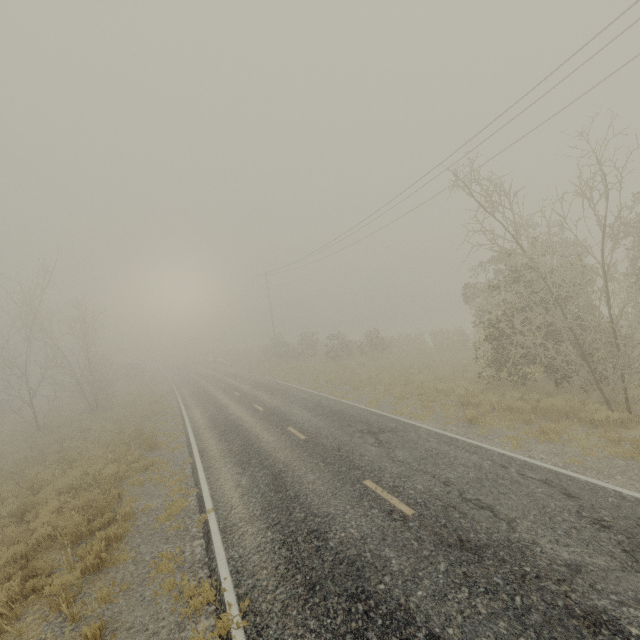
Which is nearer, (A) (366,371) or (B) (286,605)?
(B) (286,605)
